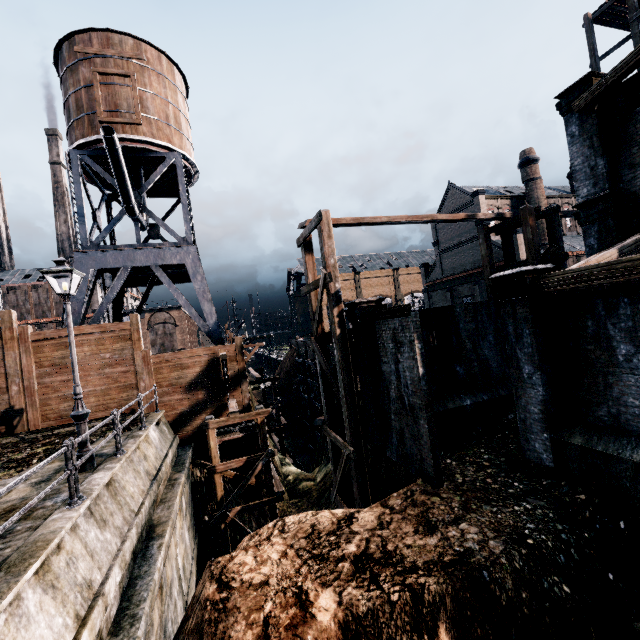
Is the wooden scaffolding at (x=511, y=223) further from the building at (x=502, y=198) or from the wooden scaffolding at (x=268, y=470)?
the building at (x=502, y=198)

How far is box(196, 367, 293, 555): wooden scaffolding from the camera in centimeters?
1347cm

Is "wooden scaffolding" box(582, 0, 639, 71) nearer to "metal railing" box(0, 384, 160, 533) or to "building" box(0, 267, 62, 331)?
"metal railing" box(0, 384, 160, 533)

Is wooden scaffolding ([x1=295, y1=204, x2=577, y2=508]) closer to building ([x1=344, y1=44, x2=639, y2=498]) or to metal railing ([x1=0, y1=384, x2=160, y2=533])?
building ([x1=344, y1=44, x2=639, y2=498])

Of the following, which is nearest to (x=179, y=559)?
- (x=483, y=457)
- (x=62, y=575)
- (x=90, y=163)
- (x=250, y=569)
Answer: (x=250, y=569)

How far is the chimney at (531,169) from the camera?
44.4m

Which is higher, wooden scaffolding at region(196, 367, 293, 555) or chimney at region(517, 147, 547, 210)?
chimney at region(517, 147, 547, 210)

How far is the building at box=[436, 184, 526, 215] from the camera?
44.47m
